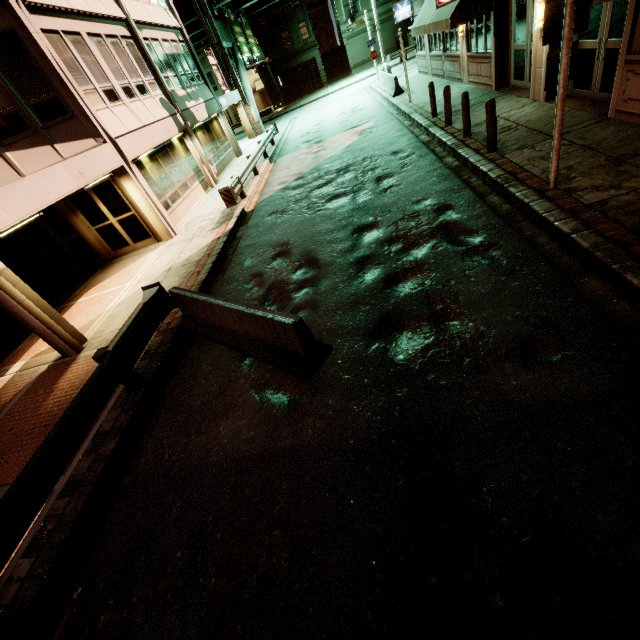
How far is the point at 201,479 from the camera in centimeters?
434cm

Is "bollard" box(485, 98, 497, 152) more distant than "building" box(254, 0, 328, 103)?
No

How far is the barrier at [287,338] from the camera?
4.8m

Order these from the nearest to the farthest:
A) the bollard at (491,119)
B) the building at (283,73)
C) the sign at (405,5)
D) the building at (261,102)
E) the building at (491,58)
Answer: the bollard at (491,119) → the building at (491,58) → the sign at (405,5) → the building at (283,73) → the building at (261,102)

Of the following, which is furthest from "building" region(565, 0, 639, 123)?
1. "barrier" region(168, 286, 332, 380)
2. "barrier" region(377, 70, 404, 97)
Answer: "barrier" region(168, 286, 332, 380)

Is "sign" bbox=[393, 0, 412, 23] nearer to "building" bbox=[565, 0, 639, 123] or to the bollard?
"building" bbox=[565, 0, 639, 123]

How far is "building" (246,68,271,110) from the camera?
52.78m

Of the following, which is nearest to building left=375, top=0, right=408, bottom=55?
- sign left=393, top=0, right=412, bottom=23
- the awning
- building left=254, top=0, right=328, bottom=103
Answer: building left=254, top=0, right=328, bottom=103
